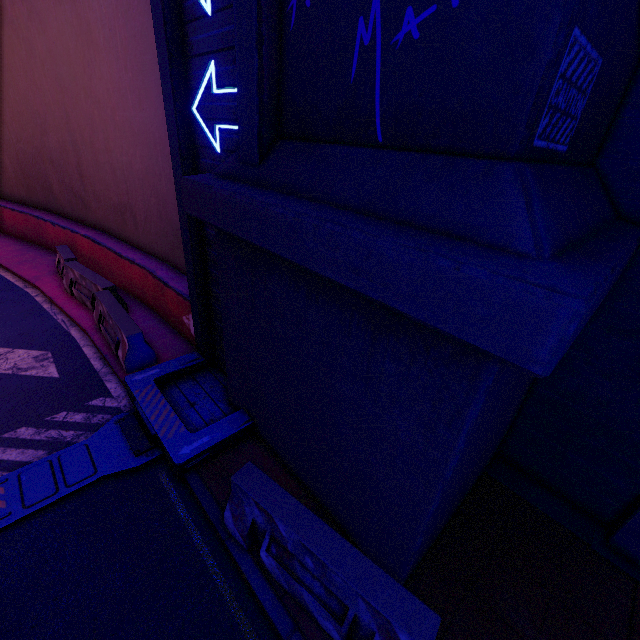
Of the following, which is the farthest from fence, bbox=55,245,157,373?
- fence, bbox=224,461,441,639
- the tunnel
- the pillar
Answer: the pillar

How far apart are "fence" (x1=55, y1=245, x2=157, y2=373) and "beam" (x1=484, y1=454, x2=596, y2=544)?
6.64m

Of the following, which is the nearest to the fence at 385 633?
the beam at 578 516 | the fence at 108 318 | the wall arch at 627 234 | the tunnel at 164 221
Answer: the wall arch at 627 234

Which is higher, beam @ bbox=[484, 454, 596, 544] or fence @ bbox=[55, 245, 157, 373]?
fence @ bbox=[55, 245, 157, 373]

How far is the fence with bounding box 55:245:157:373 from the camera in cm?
655

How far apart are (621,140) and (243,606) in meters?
6.6

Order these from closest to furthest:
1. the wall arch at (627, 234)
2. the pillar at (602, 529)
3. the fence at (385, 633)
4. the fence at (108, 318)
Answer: the wall arch at (627, 234) < the fence at (385, 633) < the pillar at (602, 529) < the fence at (108, 318)

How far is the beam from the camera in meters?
4.5
